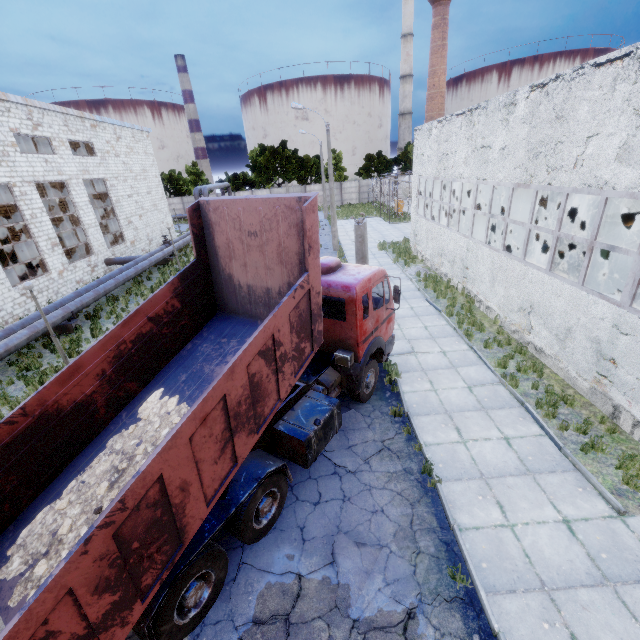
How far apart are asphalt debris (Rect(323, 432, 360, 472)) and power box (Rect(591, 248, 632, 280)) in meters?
14.3 m

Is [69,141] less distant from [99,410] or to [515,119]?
[99,410]

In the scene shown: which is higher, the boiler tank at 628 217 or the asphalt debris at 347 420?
the boiler tank at 628 217

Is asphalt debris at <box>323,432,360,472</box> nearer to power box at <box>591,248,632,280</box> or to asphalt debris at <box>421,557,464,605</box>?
asphalt debris at <box>421,557,464,605</box>

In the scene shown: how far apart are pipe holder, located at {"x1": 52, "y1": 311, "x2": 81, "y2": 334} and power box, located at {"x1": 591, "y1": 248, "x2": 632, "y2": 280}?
25.5m

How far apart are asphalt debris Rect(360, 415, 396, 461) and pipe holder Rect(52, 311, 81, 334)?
14.1m

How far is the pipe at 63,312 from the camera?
15.13m

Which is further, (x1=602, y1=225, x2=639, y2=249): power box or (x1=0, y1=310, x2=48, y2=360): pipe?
(x1=602, y1=225, x2=639, y2=249): power box
